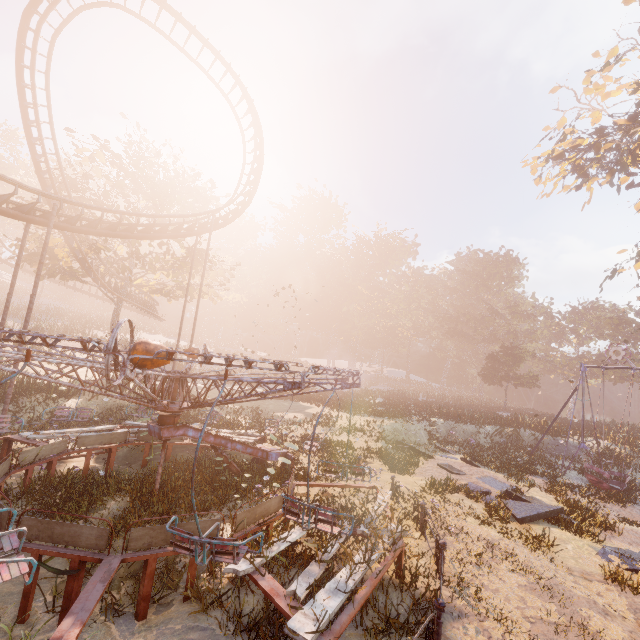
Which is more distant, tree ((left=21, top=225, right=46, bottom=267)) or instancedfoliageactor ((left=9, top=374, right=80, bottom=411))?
tree ((left=21, top=225, right=46, bottom=267))

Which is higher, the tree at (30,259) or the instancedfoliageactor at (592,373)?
the tree at (30,259)

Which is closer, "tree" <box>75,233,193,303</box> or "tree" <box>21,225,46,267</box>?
"tree" <box>21,225,46,267</box>

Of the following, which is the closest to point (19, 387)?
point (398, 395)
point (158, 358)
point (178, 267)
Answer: point (178, 267)

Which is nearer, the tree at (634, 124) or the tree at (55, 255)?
the tree at (634, 124)

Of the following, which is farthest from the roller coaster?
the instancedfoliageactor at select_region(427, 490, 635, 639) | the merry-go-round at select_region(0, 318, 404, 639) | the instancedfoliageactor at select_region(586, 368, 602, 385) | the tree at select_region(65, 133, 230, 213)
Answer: the instancedfoliageactor at select_region(586, 368, 602, 385)

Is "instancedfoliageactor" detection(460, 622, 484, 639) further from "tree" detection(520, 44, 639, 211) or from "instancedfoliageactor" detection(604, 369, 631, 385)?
"instancedfoliageactor" detection(604, 369, 631, 385)

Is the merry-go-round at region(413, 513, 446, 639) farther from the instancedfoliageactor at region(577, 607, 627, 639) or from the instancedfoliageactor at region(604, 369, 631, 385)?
the instancedfoliageactor at region(604, 369, 631, 385)
